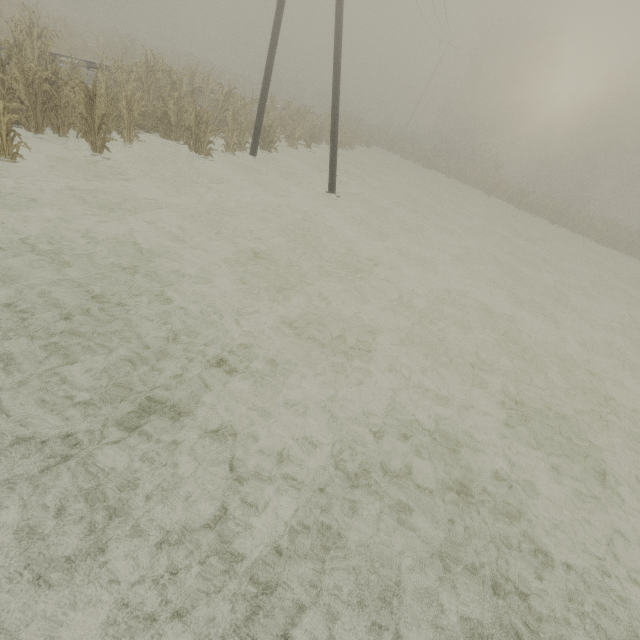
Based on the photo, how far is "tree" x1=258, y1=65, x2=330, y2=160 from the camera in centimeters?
1476cm

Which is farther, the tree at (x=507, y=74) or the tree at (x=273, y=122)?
the tree at (x=507, y=74)

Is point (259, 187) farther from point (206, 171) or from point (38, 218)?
point (38, 218)

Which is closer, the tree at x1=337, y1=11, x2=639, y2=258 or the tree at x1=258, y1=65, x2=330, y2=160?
the tree at x1=258, y1=65, x2=330, y2=160

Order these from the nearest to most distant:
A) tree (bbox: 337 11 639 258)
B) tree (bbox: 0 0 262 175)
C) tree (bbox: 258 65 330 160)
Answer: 1. tree (bbox: 0 0 262 175)
2. tree (bbox: 258 65 330 160)
3. tree (bbox: 337 11 639 258)

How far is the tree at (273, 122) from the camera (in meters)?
14.76
